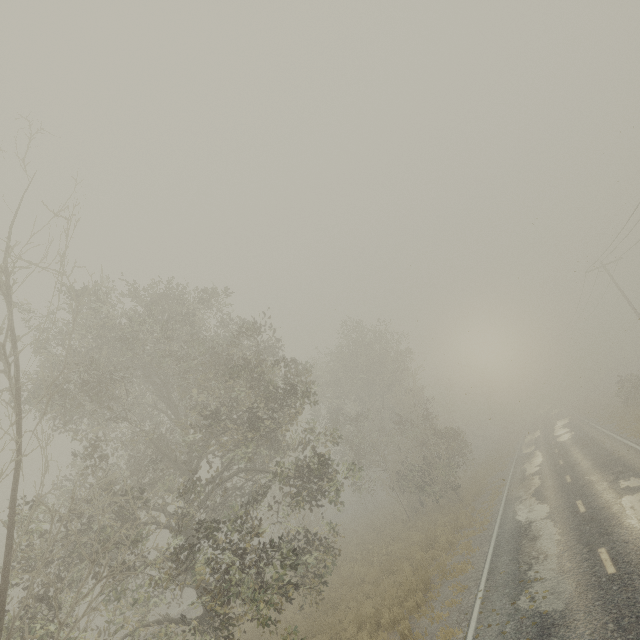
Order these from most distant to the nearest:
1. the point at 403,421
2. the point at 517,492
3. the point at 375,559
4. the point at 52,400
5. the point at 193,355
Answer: the point at 403,421
the point at 193,355
the point at 517,492
the point at 375,559
the point at 52,400
